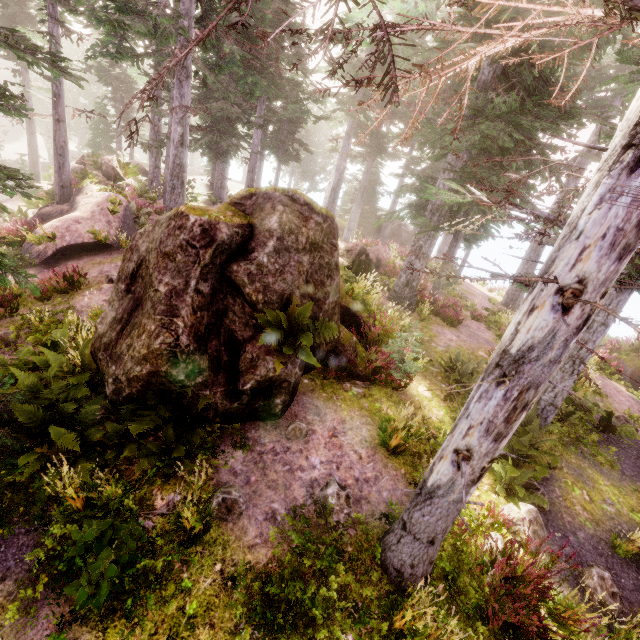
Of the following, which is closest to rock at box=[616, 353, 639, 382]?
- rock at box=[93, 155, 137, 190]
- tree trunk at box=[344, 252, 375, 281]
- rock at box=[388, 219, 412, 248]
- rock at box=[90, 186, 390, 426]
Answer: tree trunk at box=[344, 252, 375, 281]

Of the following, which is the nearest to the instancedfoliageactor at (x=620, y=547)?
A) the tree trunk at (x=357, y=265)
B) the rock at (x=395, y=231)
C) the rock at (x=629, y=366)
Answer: the rock at (x=395, y=231)

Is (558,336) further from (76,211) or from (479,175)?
(76,211)

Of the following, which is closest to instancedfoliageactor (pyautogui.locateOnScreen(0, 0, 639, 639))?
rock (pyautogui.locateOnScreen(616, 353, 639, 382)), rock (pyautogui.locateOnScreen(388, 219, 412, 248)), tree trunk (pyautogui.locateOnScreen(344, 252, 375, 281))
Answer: rock (pyautogui.locateOnScreen(388, 219, 412, 248))

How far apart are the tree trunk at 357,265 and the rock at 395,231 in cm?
1756

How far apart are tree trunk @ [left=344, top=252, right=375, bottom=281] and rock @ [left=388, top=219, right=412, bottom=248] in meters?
17.6 m

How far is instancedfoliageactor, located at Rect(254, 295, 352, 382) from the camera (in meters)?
5.88
